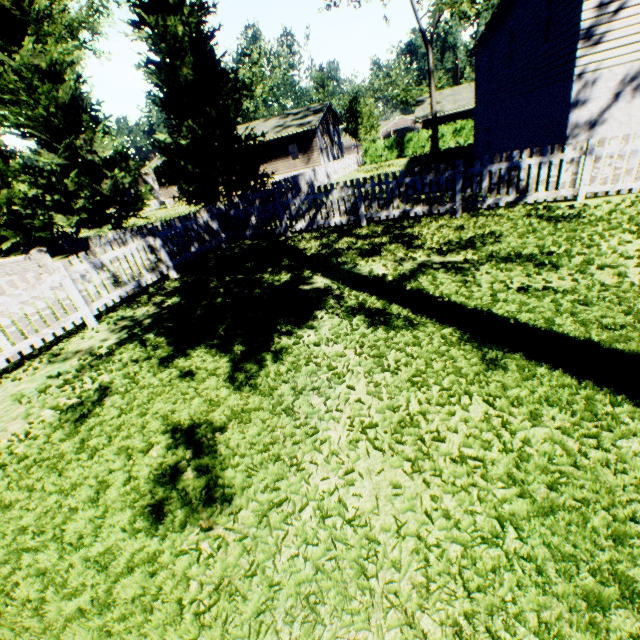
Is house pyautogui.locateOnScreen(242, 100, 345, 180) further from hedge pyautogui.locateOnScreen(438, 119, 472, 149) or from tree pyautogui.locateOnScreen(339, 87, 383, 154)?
hedge pyautogui.locateOnScreen(438, 119, 472, 149)

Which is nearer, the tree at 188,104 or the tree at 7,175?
the tree at 188,104

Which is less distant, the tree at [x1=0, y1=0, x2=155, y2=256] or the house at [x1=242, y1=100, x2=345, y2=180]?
the tree at [x1=0, y1=0, x2=155, y2=256]

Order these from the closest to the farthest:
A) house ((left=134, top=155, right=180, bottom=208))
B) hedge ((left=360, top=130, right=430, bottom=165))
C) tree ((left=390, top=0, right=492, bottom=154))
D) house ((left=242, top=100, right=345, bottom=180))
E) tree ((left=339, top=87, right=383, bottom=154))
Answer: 1. tree ((left=390, top=0, right=492, bottom=154))
2. hedge ((left=360, top=130, right=430, bottom=165))
3. house ((left=242, top=100, right=345, bottom=180))
4. house ((left=134, top=155, right=180, bottom=208))
5. tree ((left=339, top=87, right=383, bottom=154))

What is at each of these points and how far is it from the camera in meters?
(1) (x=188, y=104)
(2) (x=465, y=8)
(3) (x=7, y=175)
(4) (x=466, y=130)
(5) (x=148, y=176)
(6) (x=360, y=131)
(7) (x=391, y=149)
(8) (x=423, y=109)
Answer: (1) tree, 12.6
(2) tree, 21.6
(3) tree, 14.2
(4) hedge, 28.4
(5) house, 46.7
(6) tree, 41.6
(7) hedge, 30.7
(8) house, 34.0

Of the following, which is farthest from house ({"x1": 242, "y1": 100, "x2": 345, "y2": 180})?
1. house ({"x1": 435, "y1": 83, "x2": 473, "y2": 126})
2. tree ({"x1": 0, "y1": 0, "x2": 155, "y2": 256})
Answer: house ({"x1": 435, "y1": 83, "x2": 473, "y2": 126})

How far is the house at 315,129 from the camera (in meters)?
30.81
